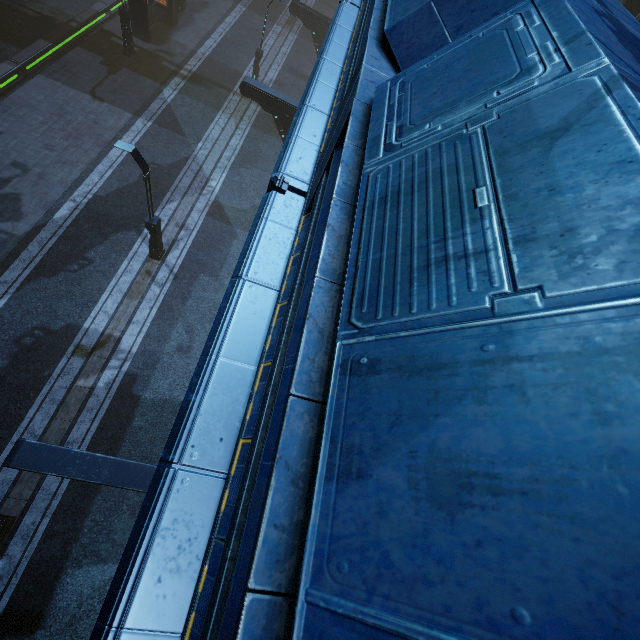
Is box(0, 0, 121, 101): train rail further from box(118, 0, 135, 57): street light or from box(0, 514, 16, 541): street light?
box(0, 514, 16, 541): street light

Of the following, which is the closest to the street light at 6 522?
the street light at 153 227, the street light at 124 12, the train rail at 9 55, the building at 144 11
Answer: the building at 144 11

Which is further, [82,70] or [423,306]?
[82,70]

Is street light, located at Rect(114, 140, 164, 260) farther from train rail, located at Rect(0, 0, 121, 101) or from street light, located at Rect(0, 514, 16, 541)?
street light, located at Rect(0, 514, 16, 541)

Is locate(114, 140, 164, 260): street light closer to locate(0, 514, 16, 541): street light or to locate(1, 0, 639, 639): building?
locate(1, 0, 639, 639): building

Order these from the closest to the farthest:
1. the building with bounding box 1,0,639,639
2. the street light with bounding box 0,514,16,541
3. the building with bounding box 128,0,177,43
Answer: the building with bounding box 1,0,639,639, the street light with bounding box 0,514,16,541, the building with bounding box 128,0,177,43

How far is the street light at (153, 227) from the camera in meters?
10.8
